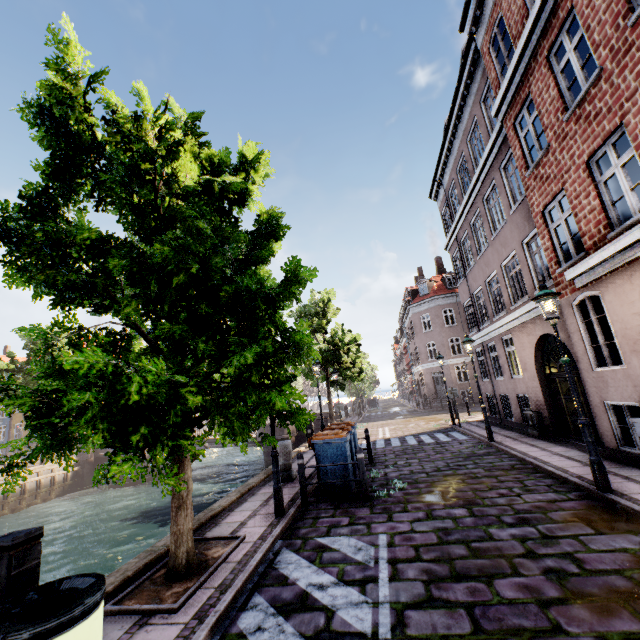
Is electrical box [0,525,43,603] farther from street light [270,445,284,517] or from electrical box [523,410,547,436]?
electrical box [523,410,547,436]

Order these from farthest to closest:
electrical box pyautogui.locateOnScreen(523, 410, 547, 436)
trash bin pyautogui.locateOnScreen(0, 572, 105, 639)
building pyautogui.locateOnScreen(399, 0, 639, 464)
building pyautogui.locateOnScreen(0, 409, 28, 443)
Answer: building pyautogui.locateOnScreen(0, 409, 28, 443)
electrical box pyautogui.locateOnScreen(523, 410, 547, 436)
building pyautogui.locateOnScreen(399, 0, 639, 464)
trash bin pyautogui.locateOnScreen(0, 572, 105, 639)

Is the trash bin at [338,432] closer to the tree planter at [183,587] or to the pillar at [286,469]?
the pillar at [286,469]

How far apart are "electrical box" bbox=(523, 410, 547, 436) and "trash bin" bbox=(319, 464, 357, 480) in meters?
7.4 m

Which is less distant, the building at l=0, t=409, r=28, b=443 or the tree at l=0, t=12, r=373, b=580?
the tree at l=0, t=12, r=373, b=580

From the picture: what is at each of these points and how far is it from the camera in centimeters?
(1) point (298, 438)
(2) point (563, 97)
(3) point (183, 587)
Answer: (1) bridge, 2366cm
(2) building, 746cm
(3) tree planter, 422cm

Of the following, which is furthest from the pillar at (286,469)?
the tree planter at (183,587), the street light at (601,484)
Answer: the tree planter at (183,587)

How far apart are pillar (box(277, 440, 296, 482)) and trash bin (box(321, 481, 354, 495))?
1.5 meters
